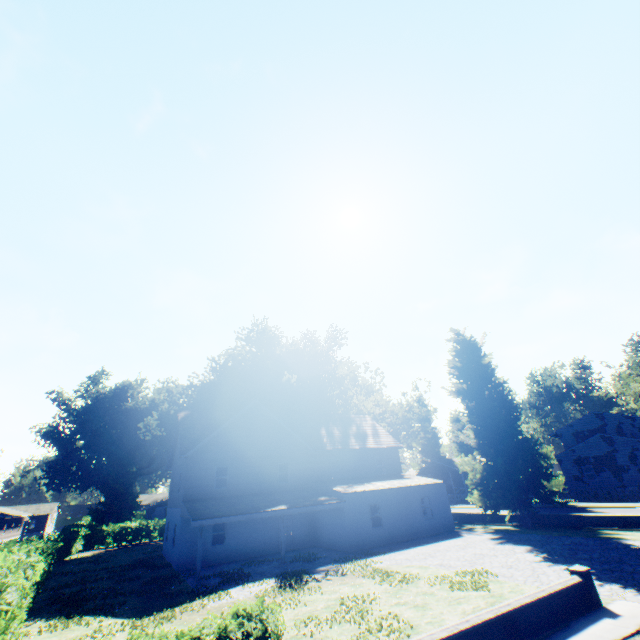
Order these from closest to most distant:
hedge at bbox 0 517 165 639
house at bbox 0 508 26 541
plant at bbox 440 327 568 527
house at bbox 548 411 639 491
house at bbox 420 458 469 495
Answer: hedge at bbox 0 517 165 639, plant at bbox 440 327 568 527, house at bbox 548 411 639 491, house at bbox 0 508 26 541, house at bbox 420 458 469 495

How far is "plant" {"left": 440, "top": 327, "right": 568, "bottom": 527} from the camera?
23.0m

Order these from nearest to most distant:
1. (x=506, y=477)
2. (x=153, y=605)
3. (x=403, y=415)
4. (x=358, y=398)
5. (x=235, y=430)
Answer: (x=153, y=605), (x=506, y=477), (x=235, y=430), (x=403, y=415), (x=358, y=398)

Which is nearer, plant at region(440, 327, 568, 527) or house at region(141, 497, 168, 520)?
plant at region(440, 327, 568, 527)

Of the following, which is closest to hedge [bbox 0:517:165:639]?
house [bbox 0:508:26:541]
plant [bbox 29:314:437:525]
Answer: plant [bbox 29:314:437:525]

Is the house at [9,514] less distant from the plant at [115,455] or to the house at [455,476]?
the plant at [115,455]

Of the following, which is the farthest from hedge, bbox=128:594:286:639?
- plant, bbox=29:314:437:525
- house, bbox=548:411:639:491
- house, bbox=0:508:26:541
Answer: house, bbox=548:411:639:491

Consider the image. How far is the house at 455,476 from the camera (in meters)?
53.33
